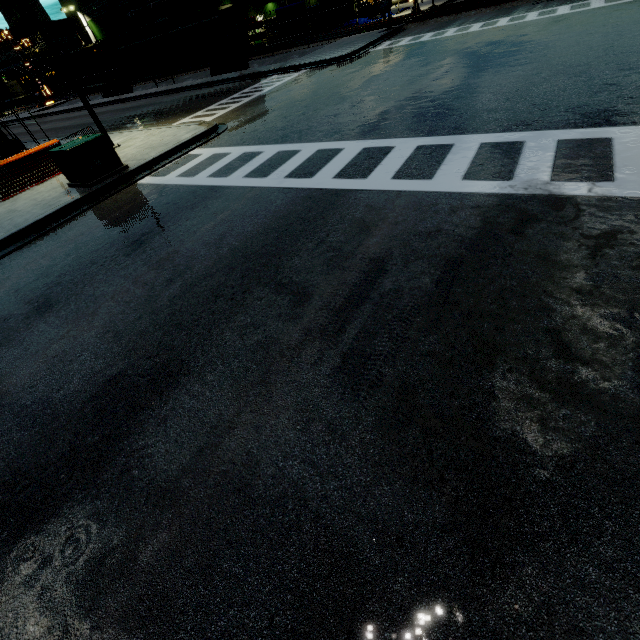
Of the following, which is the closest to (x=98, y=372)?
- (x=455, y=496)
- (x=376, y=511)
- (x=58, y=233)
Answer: (x=376, y=511)

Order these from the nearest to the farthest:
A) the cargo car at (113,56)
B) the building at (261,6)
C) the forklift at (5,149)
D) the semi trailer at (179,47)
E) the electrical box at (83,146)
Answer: the electrical box at (83,146), the forklift at (5,149), the semi trailer at (179,47), the cargo car at (113,56), the building at (261,6)

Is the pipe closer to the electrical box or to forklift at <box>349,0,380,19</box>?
forklift at <box>349,0,380,19</box>

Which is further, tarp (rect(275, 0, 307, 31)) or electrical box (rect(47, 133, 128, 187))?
tarp (rect(275, 0, 307, 31))

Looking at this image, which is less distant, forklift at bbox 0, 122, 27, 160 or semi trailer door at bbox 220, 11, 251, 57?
forklift at bbox 0, 122, 27, 160

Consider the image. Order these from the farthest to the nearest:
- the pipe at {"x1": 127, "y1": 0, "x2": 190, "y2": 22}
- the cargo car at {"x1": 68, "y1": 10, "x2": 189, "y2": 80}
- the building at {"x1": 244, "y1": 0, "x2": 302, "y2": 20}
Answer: the building at {"x1": 244, "y1": 0, "x2": 302, "y2": 20} < the pipe at {"x1": 127, "y1": 0, "x2": 190, "y2": 22} < the cargo car at {"x1": 68, "y1": 10, "x2": 189, "y2": 80}

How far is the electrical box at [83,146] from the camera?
9.77m

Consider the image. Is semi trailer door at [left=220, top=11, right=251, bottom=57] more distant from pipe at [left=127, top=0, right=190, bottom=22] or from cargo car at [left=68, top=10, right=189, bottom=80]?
cargo car at [left=68, top=10, right=189, bottom=80]
